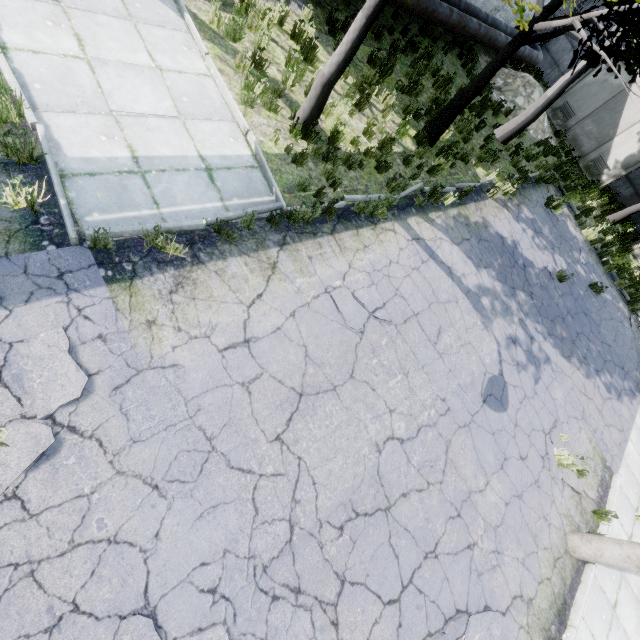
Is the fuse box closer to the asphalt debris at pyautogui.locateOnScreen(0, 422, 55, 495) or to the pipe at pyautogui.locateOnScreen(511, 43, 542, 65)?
the pipe at pyautogui.locateOnScreen(511, 43, 542, 65)

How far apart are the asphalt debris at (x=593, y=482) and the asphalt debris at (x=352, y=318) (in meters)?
4.91

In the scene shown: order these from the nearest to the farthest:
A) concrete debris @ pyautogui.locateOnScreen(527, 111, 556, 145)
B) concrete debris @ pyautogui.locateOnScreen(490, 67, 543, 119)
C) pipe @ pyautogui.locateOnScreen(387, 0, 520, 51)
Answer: pipe @ pyautogui.locateOnScreen(387, 0, 520, 51), concrete debris @ pyautogui.locateOnScreen(490, 67, 543, 119), concrete debris @ pyautogui.locateOnScreen(527, 111, 556, 145)

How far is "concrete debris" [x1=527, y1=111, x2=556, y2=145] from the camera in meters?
15.2

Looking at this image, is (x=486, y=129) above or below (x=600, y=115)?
below

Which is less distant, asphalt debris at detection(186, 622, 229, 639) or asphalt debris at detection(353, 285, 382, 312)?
asphalt debris at detection(186, 622, 229, 639)

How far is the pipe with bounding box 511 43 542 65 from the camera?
14.9 meters
